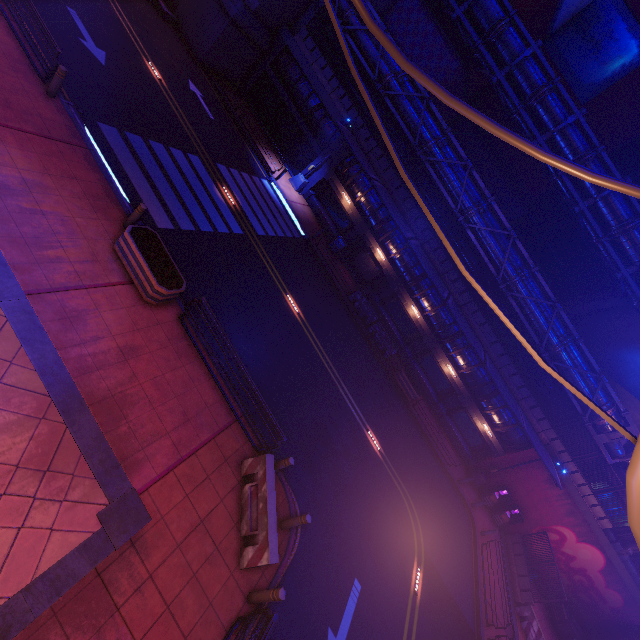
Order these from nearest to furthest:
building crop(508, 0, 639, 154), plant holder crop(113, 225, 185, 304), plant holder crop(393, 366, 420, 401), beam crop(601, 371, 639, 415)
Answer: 1. plant holder crop(113, 225, 185, 304)
2. plant holder crop(393, 366, 420, 401)
3. beam crop(601, 371, 639, 415)
4. building crop(508, 0, 639, 154)

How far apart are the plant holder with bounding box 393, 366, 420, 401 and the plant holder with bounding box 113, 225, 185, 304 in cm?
1593

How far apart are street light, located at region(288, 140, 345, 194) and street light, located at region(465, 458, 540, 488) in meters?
24.7

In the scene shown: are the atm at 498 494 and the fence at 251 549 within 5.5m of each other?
no

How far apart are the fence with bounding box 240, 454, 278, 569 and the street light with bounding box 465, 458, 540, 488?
20.5m

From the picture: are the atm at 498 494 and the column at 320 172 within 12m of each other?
no

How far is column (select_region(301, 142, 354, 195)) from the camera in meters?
23.6 m

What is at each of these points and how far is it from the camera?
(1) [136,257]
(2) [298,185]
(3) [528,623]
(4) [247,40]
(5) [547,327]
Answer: (1) plant holder, 9.0 meters
(2) street light, 24.7 meters
(3) fence, 18.5 meters
(4) wall arch, 22.7 meters
(5) pipe, 19.7 meters
